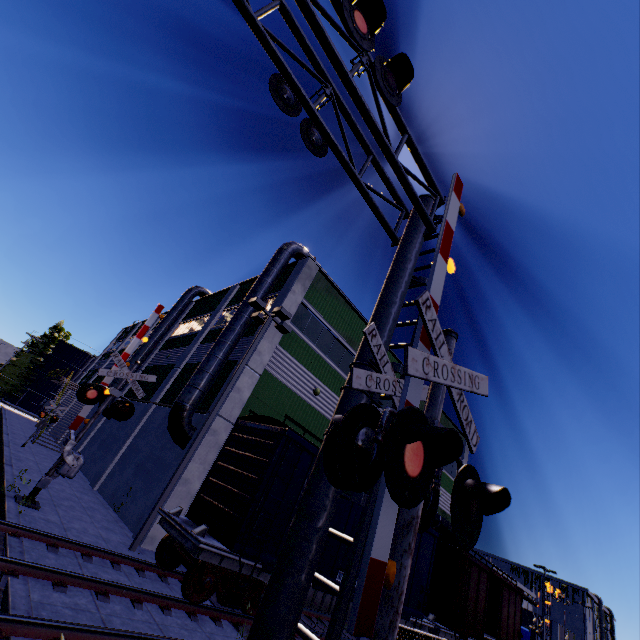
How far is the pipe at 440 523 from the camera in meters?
22.3 m

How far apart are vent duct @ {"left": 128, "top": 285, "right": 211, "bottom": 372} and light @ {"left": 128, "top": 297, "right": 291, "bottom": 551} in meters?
13.8

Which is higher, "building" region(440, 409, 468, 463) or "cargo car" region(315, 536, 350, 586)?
"building" region(440, 409, 468, 463)

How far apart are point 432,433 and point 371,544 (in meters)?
0.98

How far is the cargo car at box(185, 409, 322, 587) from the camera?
8.78m

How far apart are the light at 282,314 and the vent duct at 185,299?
13.8 meters

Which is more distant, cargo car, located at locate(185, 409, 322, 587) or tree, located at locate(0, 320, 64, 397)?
tree, located at locate(0, 320, 64, 397)

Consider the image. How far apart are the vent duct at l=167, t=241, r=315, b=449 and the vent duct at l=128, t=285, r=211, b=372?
12.3m
